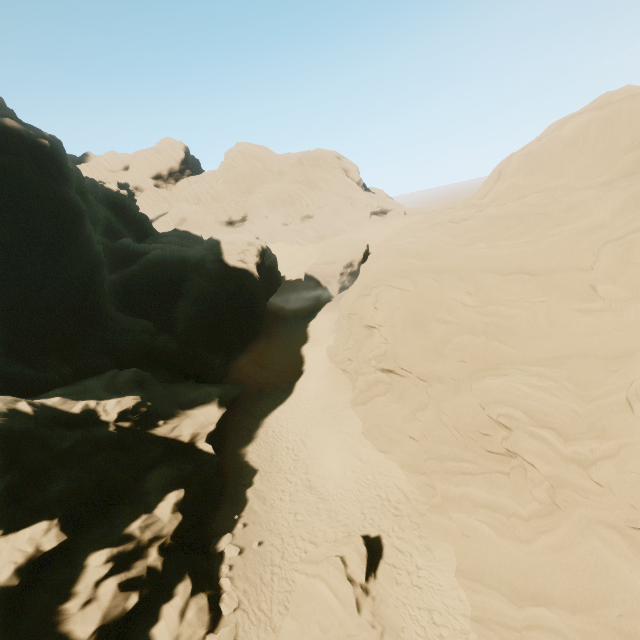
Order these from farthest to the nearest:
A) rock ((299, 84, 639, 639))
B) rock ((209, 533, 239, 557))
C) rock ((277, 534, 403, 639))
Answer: rock ((209, 533, 239, 557)), rock ((277, 534, 403, 639)), rock ((299, 84, 639, 639))

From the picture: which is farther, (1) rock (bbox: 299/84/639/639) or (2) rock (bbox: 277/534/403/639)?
(2) rock (bbox: 277/534/403/639)

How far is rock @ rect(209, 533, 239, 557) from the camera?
14.93m

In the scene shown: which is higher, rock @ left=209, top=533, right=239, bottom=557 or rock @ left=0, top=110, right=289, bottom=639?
rock @ left=0, top=110, right=289, bottom=639

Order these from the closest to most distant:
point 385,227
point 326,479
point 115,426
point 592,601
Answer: point 592,601
point 115,426
point 326,479
point 385,227

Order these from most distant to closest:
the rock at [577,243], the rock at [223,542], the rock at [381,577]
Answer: the rock at [223,542] < the rock at [381,577] < the rock at [577,243]

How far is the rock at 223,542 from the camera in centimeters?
1493cm
